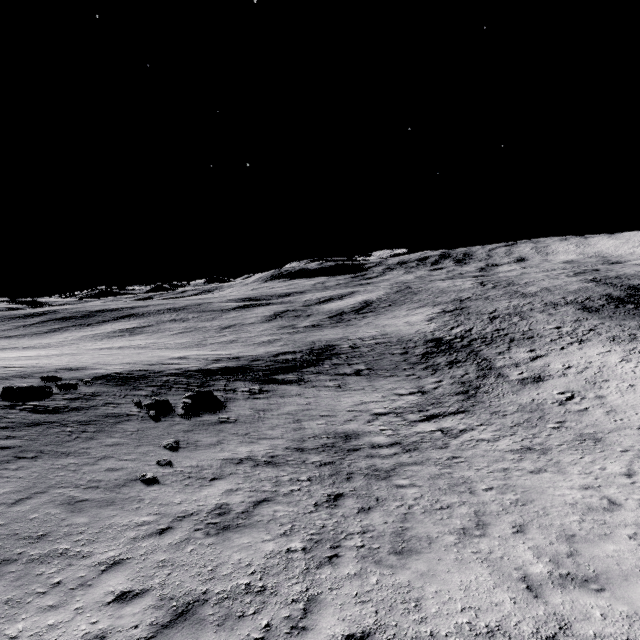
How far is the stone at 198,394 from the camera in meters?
17.7 m

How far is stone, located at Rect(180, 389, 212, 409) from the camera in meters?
17.7

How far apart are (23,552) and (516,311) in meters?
55.3
